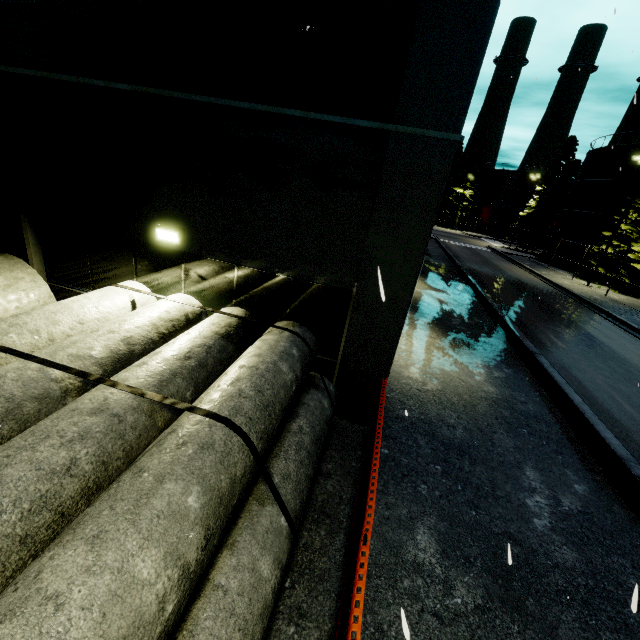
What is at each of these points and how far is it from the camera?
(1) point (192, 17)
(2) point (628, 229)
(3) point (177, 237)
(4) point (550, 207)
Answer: (1) building, 4.85m
(2) tree, 27.28m
(3) light, 5.96m
(4) tree, 42.31m

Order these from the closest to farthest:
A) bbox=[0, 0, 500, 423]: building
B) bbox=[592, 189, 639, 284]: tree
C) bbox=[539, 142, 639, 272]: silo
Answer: bbox=[0, 0, 500, 423]: building, bbox=[592, 189, 639, 284]: tree, bbox=[539, 142, 639, 272]: silo

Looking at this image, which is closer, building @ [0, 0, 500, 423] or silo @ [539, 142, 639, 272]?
building @ [0, 0, 500, 423]

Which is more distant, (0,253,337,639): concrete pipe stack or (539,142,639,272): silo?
(539,142,639,272): silo

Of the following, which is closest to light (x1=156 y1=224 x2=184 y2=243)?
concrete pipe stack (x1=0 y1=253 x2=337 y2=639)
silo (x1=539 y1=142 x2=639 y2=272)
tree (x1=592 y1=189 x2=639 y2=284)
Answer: concrete pipe stack (x1=0 y1=253 x2=337 y2=639)

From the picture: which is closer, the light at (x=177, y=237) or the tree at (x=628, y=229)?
the light at (x=177, y=237)

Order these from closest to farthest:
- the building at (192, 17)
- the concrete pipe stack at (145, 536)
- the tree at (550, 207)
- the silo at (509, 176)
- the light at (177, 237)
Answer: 1. the concrete pipe stack at (145, 536)
2. the building at (192, 17)
3. the light at (177, 237)
4. the tree at (550, 207)
5. the silo at (509, 176)
